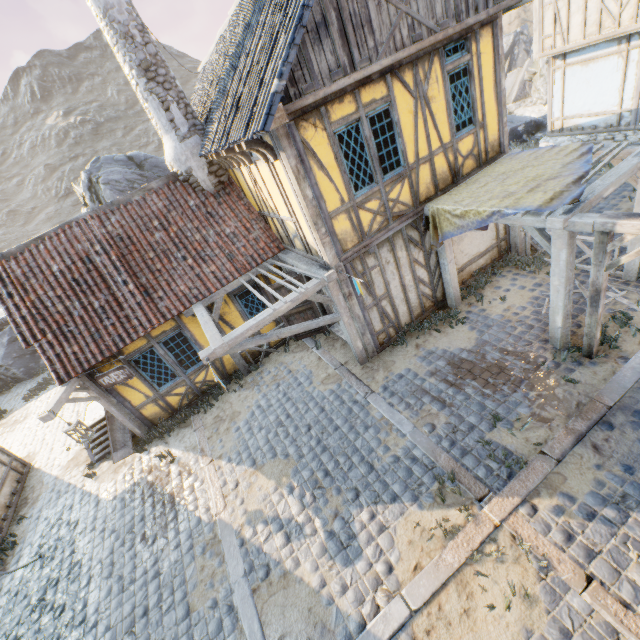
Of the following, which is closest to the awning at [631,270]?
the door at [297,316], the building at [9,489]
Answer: the door at [297,316]

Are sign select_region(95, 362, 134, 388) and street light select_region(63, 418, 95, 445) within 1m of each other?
yes

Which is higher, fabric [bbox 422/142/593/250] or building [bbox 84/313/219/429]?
fabric [bbox 422/142/593/250]

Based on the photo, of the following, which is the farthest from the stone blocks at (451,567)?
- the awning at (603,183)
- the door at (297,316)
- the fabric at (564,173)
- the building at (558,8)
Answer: the fabric at (564,173)

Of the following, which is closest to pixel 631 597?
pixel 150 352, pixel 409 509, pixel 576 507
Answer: pixel 576 507

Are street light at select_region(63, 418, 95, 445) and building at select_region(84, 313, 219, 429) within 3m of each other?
yes

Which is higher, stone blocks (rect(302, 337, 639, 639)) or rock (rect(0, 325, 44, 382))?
rock (rect(0, 325, 44, 382))

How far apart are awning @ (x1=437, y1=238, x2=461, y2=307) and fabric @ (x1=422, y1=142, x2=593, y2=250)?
0.02m
